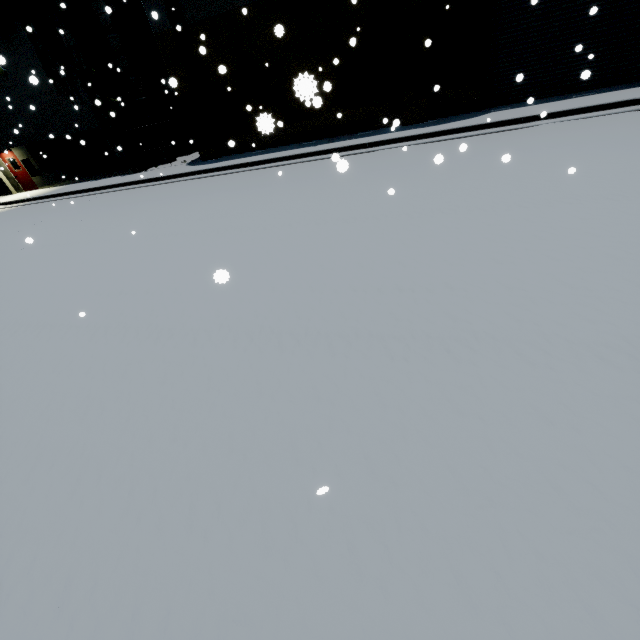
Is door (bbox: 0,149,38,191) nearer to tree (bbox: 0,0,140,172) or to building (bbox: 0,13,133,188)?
building (bbox: 0,13,133,188)

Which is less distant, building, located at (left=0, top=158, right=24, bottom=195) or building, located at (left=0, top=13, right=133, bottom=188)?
building, located at (left=0, top=13, right=133, bottom=188)

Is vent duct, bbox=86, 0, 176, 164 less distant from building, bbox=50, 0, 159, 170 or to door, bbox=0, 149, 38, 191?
building, bbox=50, 0, 159, 170

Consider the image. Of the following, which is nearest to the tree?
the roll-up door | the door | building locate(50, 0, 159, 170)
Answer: building locate(50, 0, 159, 170)

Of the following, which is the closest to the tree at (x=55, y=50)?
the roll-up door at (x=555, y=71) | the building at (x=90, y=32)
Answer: the building at (x=90, y=32)

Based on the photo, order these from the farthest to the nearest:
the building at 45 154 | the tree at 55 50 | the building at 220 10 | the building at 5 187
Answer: the building at 5 187, the building at 45 154, the tree at 55 50, the building at 220 10

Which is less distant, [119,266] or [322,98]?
[119,266]

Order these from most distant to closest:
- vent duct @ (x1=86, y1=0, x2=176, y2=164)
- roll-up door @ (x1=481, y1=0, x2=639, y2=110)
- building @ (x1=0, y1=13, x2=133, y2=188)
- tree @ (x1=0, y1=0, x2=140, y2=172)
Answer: building @ (x1=0, y1=13, x2=133, y2=188)
vent duct @ (x1=86, y1=0, x2=176, y2=164)
tree @ (x1=0, y1=0, x2=140, y2=172)
roll-up door @ (x1=481, y1=0, x2=639, y2=110)
